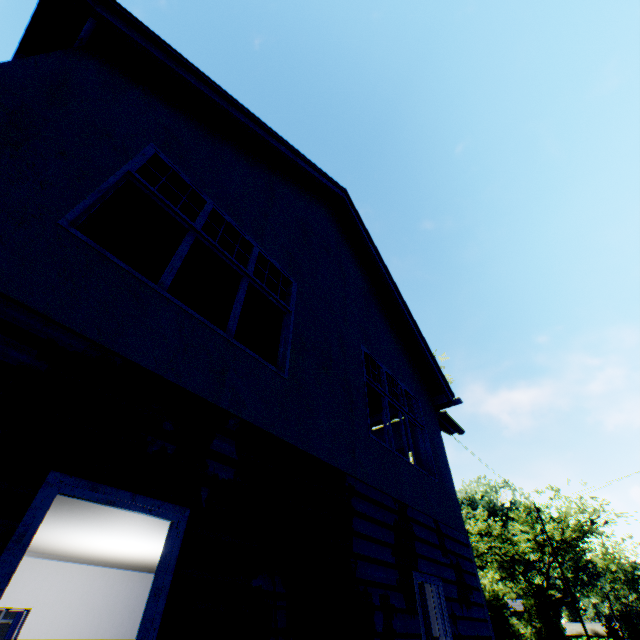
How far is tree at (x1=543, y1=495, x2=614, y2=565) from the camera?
28.8 meters

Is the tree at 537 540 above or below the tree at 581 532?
below

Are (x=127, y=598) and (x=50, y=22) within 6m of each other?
no

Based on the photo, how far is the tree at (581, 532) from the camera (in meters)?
28.75

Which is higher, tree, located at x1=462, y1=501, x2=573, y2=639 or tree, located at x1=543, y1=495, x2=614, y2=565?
tree, located at x1=543, y1=495, x2=614, y2=565

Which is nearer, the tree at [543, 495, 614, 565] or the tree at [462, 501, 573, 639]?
the tree at [462, 501, 573, 639]
